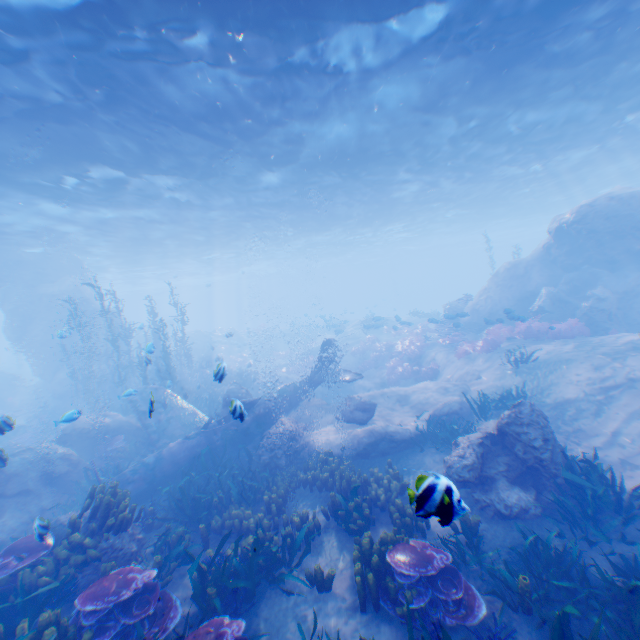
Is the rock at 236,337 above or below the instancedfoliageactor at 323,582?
above

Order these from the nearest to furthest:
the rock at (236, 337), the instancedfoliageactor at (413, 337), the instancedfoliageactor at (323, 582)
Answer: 1. the instancedfoliageactor at (323, 582)
2. the instancedfoliageactor at (413, 337)
3. the rock at (236, 337)

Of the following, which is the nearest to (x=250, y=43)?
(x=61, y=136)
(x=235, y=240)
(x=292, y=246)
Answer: (x=61, y=136)

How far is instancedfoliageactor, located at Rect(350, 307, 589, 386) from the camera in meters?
15.8

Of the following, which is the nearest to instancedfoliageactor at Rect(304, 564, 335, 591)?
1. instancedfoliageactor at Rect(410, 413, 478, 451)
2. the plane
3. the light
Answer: the plane

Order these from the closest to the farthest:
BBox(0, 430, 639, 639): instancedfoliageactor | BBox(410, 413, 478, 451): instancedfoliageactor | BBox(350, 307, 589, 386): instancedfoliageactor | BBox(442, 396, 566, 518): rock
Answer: BBox(0, 430, 639, 639): instancedfoliageactor → BBox(442, 396, 566, 518): rock → BBox(410, 413, 478, 451): instancedfoliageactor → BBox(350, 307, 589, 386): instancedfoliageactor

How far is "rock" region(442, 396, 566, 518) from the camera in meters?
7.4 m
